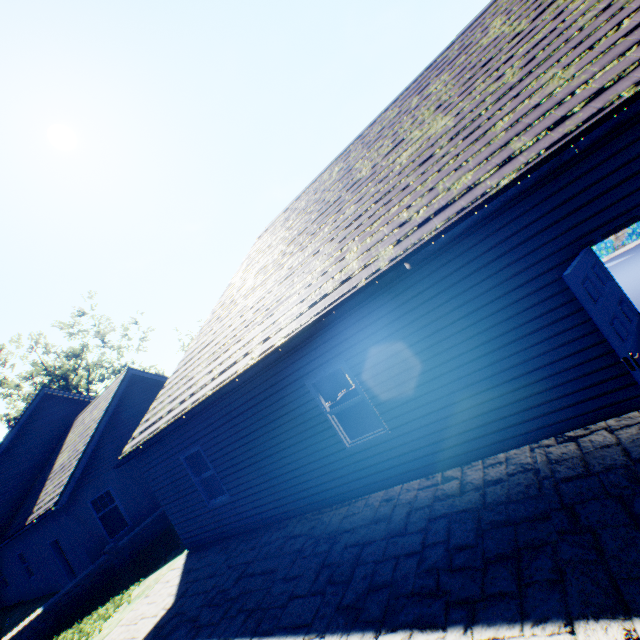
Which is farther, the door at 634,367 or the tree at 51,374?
the tree at 51,374

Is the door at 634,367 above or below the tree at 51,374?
below

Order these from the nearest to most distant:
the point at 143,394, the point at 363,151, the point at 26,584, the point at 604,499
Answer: the point at 604,499, the point at 363,151, the point at 26,584, the point at 143,394

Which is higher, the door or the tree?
the tree

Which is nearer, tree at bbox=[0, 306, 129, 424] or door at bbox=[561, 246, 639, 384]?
door at bbox=[561, 246, 639, 384]
